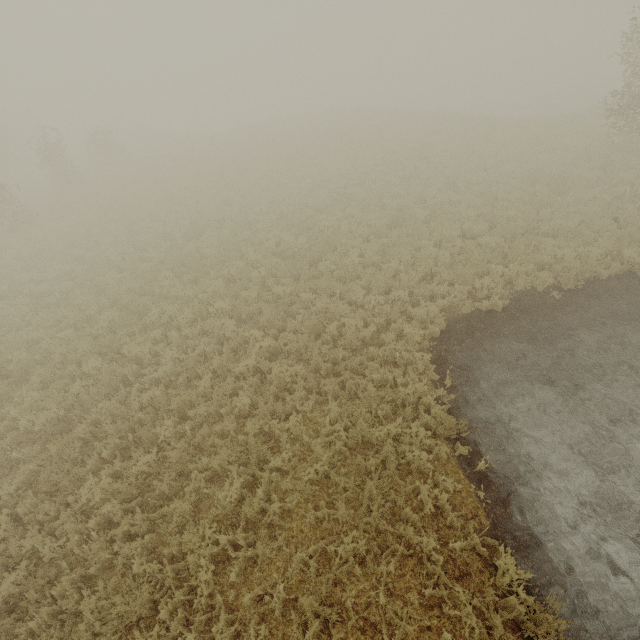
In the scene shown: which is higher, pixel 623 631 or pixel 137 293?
pixel 137 293
